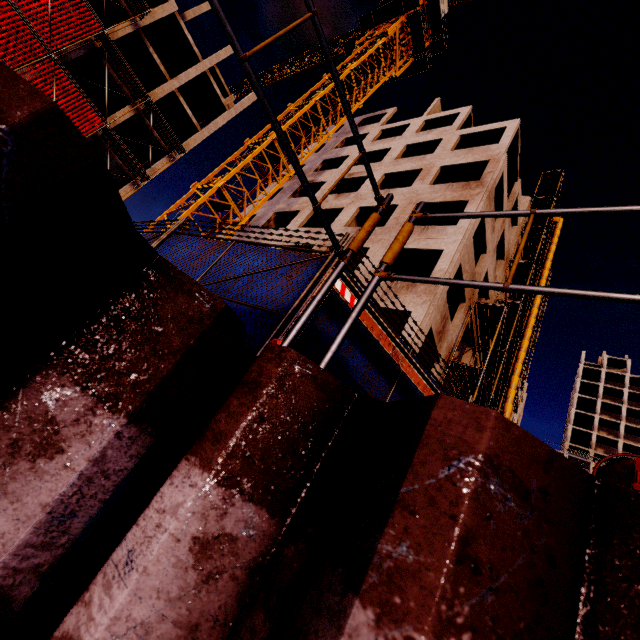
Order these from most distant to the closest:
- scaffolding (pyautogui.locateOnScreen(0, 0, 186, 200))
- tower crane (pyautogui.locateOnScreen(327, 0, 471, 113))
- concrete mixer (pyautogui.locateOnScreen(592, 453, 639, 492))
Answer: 1. tower crane (pyautogui.locateOnScreen(327, 0, 471, 113))
2. scaffolding (pyautogui.locateOnScreen(0, 0, 186, 200))
3. concrete mixer (pyautogui.locateOnScreen(592, 453, 639, 492))

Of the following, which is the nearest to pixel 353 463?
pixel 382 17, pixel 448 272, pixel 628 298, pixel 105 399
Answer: pixel 105 399

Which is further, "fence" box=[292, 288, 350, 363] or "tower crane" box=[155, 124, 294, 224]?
"tower crane" box=[155, 124, 294, 224]

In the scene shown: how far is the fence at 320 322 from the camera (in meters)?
3.90

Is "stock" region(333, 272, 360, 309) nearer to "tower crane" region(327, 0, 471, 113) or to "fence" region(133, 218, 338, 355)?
"fence" region(133, 218, 338, 355)

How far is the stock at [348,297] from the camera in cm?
380

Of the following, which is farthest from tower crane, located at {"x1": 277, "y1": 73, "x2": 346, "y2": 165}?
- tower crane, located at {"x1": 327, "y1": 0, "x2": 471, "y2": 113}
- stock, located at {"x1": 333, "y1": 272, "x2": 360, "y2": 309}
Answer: stock, located at {"x1": 333, "y1": 272, "x2": 360, "y2": 309}

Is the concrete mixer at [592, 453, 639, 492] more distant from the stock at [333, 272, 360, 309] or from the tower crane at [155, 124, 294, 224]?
the tower crane at [155, 124, 294, 224]
